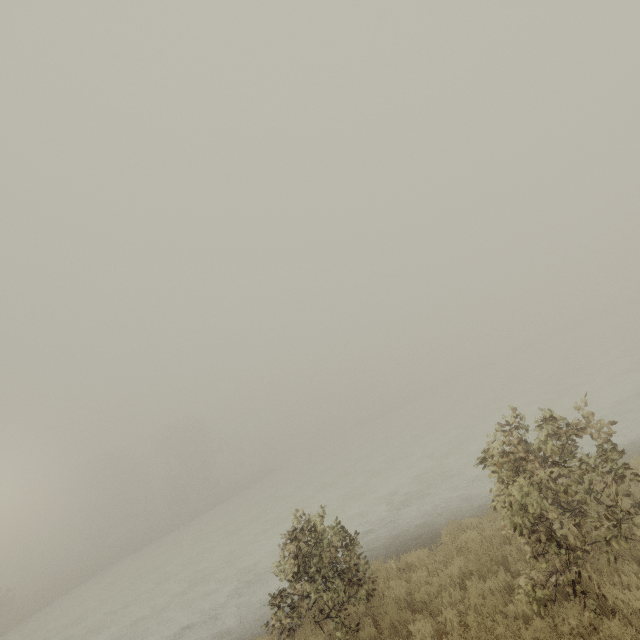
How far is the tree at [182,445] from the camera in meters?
50.3 m

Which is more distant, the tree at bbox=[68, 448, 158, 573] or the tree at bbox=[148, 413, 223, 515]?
the tree at bbox=[148, 413, 223, 515]

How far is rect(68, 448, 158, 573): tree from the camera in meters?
43.9

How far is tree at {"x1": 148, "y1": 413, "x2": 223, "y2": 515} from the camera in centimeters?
5034cm

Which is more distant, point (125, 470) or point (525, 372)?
point (125, 470)

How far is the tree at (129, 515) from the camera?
43.9 meters
